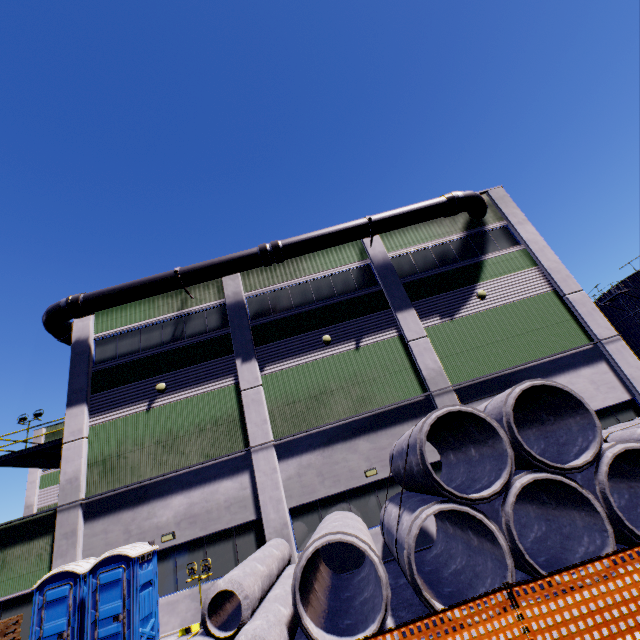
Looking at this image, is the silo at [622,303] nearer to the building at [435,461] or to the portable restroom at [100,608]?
the building at [435,461]

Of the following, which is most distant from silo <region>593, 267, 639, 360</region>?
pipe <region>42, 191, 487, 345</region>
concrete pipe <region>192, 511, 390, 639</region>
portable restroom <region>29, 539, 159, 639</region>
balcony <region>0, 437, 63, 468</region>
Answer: balcony <region>0, 437, 63, 468</region>

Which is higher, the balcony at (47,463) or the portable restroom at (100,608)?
the balcony at (47,463)

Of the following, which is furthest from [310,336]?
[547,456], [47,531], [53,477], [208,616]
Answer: [53,477]

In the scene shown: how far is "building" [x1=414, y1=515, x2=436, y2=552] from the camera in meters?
11.5 m

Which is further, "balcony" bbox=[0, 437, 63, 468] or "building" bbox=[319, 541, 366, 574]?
"balcony" bbox=[0, 437, 63, 468]
